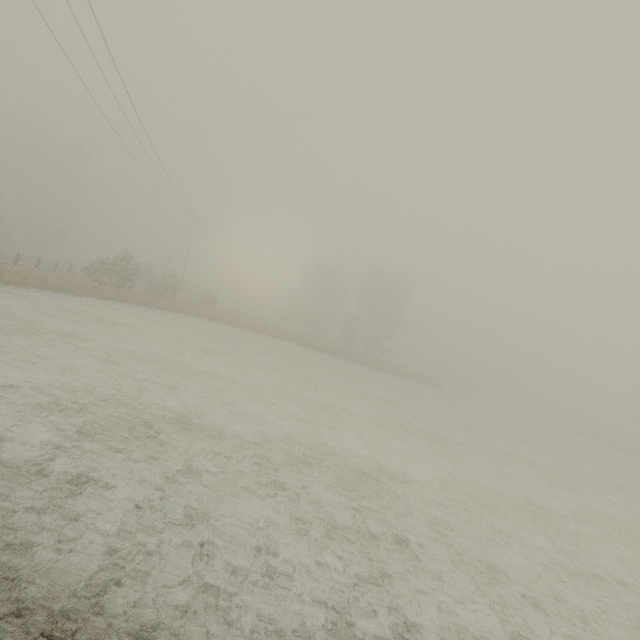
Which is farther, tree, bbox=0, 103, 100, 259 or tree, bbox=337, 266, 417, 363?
tree, bbox=337, 266, 417, 363

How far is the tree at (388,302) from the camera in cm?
4756

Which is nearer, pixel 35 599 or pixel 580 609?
pixel 35 599

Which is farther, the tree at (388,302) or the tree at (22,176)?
the tree at (388,302)

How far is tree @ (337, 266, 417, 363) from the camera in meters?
47.6 m
